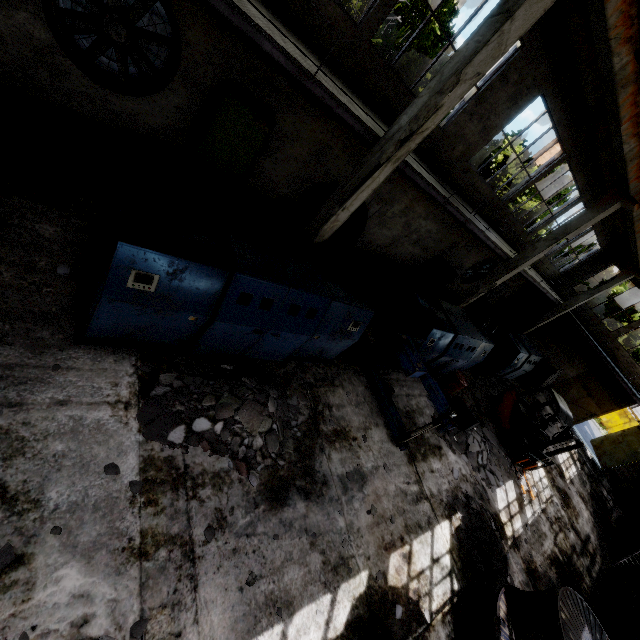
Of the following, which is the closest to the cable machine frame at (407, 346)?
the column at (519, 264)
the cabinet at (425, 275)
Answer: the column at (519, 264)

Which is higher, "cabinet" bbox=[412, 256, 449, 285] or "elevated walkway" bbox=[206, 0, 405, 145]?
"elevated walkway" bbox=[206, 0, 405, 145]

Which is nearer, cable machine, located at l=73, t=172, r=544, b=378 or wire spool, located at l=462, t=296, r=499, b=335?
cable machine, located at l=73, t=172, r=544, b=378

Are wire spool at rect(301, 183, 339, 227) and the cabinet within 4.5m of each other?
no

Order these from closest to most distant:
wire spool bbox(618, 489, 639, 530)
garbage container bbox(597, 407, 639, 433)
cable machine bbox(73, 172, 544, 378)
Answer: cable machine bbox(73, 172, 544, 378) < wire spool bbox(618, 489, 639, 530) < garbage container bbox(597, 407, 639, 433)

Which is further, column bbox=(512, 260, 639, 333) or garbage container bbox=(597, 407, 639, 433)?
garbage container bbox=(597, 407, 639, 433)

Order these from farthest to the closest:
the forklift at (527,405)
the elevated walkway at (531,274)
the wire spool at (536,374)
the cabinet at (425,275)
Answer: the wire spool at (536,374)
the cabinet at (425,275)
the elevated walkway at (531,274)
the forklift at (527,405)

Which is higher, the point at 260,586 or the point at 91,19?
the point at 91,19
